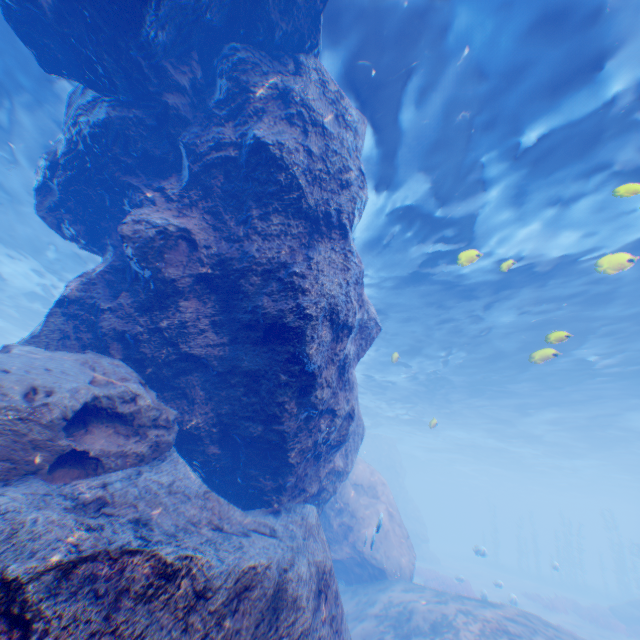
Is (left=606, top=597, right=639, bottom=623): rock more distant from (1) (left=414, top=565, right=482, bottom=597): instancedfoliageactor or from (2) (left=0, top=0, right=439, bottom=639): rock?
(1) (left=414, top=565, right=482, bottom=597): instancedfoliageactor

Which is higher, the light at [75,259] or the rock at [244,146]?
the light at [75,259]

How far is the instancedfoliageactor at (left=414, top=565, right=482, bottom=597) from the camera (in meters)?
18.90

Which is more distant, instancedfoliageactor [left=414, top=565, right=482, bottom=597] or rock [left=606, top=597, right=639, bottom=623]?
rock [left=606, top=597, right=639, bottom=623]

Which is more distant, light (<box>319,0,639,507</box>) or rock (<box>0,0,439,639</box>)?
light (<box>319,0,639,507</box>)

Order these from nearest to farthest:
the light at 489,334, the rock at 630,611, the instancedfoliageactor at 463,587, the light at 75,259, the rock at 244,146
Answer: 1. the rock at 244,146
2. the light at 489,334
3. the light at 75,259
4. the instancedfoliageactor at 463,587
5. the rock at 630,611

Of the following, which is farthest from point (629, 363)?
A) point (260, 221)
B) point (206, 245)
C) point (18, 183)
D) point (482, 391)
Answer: point (18, 183)
